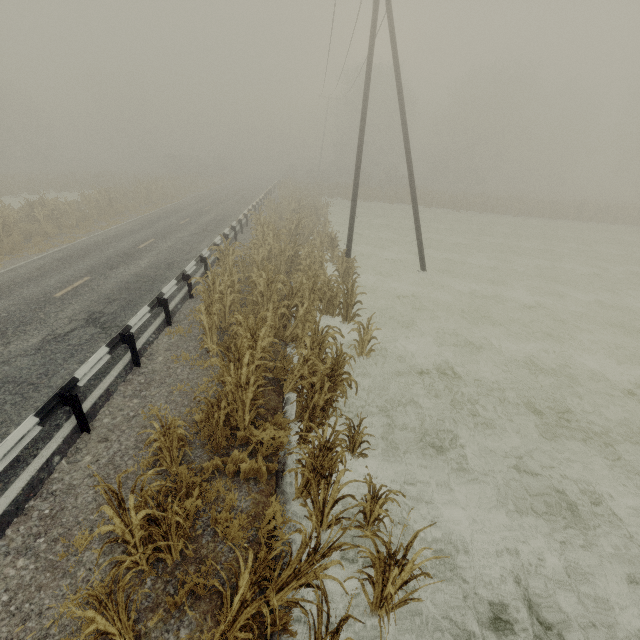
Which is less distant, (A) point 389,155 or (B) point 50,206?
(B) point 50,206

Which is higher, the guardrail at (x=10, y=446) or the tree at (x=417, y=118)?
the tree at (x=417, y=118)

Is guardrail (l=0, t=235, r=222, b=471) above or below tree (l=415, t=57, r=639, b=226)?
below

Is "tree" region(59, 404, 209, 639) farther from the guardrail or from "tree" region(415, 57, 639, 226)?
"tree" region(415, 57, 639, 226)

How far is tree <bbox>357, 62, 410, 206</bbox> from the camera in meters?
38.4

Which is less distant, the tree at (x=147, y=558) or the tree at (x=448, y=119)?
the tree at (x=147, y=558)

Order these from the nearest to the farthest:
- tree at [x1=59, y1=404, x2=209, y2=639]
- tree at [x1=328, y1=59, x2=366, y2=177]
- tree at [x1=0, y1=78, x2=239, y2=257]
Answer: tree at [x1=59, y1=404, x2=209, y2=639]
tree at [x1=0, y1=78, x2=239, y2=257]
tree at [x1=328, y1=59, x2=366, y2=177]
